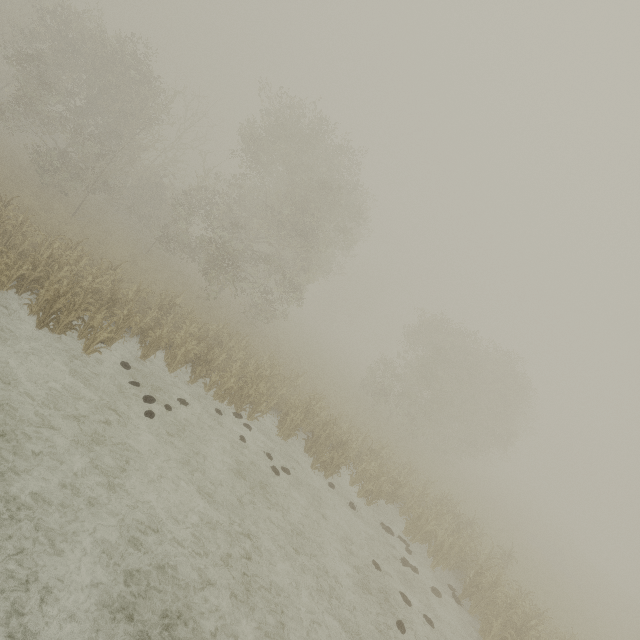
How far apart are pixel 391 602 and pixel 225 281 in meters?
22.7 m
